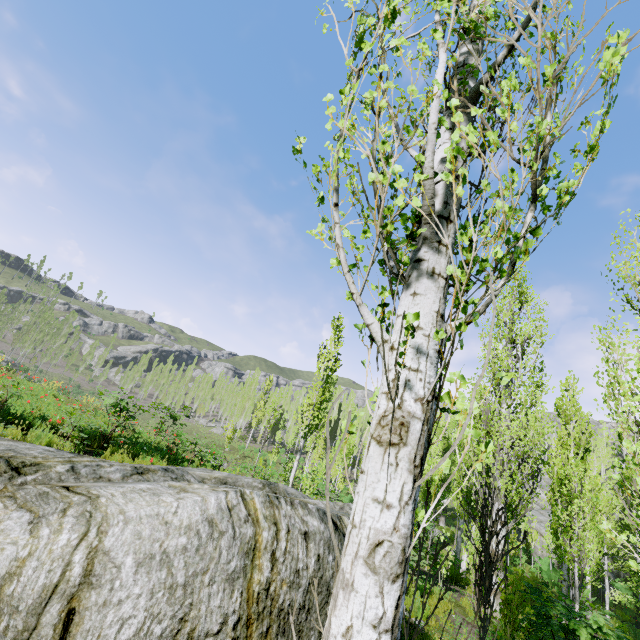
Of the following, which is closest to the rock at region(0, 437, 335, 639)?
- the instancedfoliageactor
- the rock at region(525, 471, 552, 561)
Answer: the instancedfoliageactor

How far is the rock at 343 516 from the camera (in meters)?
3.05

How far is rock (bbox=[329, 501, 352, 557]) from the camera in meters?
3.1

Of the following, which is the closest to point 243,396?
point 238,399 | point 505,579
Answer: point 238,399

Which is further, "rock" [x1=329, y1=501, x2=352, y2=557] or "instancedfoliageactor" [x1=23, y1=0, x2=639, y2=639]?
"rock" [x1=329, y1=501, x2=352, y2=557]

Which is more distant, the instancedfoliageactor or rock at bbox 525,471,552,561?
rock at bbox 525,471,552,561

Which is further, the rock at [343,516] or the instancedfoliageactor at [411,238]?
the rock at [343,516]
